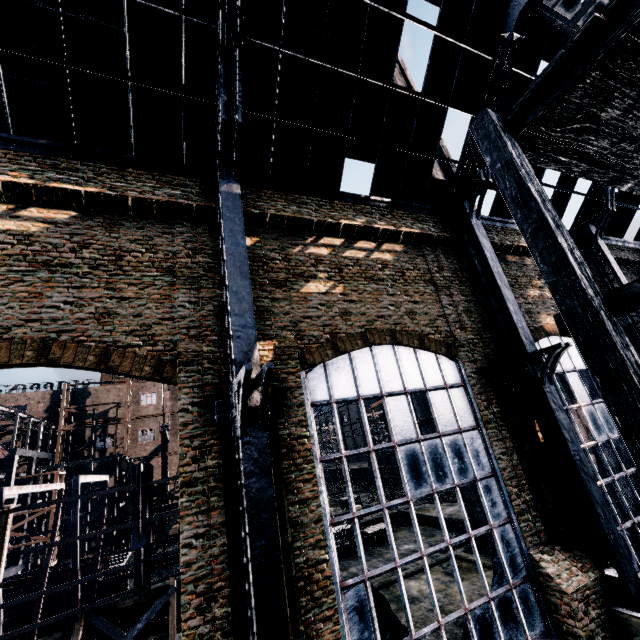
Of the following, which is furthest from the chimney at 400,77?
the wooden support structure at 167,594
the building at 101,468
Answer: the building at 101,468

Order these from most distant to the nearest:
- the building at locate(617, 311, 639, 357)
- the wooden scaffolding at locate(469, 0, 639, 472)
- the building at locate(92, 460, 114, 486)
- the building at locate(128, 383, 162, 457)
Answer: the building at locate(128, 383, 162, 457) → the building at locate(92, 460, 114, 486) → the building at locate(617, 311, 639, 357) → the wooden scaffolding at locate(469, 0, 639, 472)

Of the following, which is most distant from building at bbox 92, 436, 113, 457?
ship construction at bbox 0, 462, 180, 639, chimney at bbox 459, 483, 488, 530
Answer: chimney at bbox 459, 483, 488, 530

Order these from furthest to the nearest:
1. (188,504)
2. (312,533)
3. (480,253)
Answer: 1. (480,253)
2. (312,533)
3. (188,504)

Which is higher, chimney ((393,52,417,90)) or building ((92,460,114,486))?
chimney ((393,52,417,90))

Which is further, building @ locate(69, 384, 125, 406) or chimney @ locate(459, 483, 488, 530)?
building @ locate(69, 384, 125, 406)

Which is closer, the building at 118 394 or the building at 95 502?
the building at 95 502

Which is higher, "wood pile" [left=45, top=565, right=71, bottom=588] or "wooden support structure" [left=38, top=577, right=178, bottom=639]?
"wood pile" [left=45, top=565, right=71, bottom=588]
